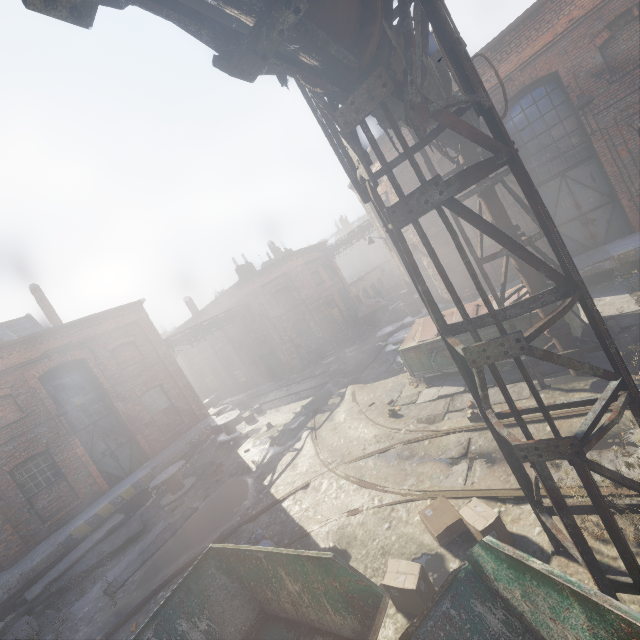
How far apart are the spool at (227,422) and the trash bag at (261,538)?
9.2m

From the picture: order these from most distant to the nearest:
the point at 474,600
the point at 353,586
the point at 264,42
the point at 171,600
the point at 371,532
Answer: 1. the point at 371,532
2. the point at 171,600
3. the point at 353,586
4. the point at 474,600
5. the point at 264,42

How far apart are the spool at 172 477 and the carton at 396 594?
11.1 meters

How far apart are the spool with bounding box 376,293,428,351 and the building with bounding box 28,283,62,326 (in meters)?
16.76

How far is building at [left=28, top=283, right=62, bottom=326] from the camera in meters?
17.0 m

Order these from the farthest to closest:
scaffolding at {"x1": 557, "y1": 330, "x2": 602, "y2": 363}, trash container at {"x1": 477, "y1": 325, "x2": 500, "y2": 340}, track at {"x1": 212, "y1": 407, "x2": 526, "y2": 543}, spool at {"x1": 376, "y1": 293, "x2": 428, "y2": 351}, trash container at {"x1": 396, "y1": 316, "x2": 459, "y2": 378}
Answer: spool at {"x1": 376, "y1": 293, "x2": 428, "y2": 351}, trash container at {"x1": 396, "y1": 316, "x2": 459, "y2": 378}, trash container at {"x1": 477, "y1": 325, "x2": 500, "y2": 340}, scaffolding at {"x1": 557, "y1": 330, "x2": 602, "y2": 363}, track at {"x1": 212, "y1": 407, "x2": 526, "y2": 543}

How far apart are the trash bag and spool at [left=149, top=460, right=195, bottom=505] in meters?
7.0

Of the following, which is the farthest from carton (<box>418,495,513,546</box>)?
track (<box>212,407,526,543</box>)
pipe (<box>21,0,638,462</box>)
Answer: pipe (<box>21,0,638,462</box>)
